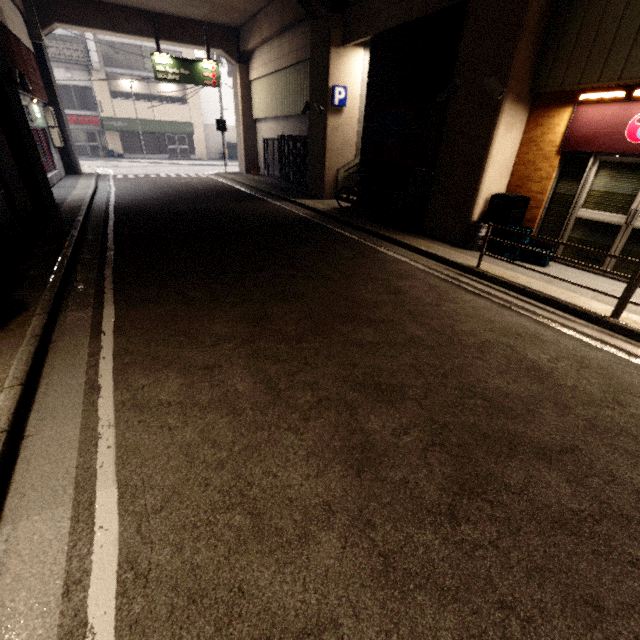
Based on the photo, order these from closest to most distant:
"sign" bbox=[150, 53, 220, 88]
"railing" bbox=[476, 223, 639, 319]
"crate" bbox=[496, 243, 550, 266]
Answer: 1. "railing" bbox=[476, 223, 639, 319]
2. "crate" bbox=[496, 243, 550, 266]
3. "sign" bbox=[150, 53, 220, 88]

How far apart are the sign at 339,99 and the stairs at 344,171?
1.7 meters

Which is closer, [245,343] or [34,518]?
[34,518]

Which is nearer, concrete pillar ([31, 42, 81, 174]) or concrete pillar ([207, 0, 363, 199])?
concrete pillar ([207, 0, 363, 199])

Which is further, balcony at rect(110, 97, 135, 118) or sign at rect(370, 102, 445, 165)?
balcony at rect(110, 97, 135, 118)

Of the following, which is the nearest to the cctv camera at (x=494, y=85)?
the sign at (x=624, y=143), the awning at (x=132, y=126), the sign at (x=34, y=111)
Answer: the sign at (x=624, y=143)

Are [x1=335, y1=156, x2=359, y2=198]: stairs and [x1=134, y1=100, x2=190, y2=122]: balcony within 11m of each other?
no

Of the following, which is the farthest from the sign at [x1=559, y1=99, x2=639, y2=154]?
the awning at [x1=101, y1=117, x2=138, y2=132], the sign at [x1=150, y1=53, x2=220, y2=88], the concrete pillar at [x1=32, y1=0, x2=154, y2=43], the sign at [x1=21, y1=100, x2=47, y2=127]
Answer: the awning at [x1=101, y1=117, x2=138, y2=132]
